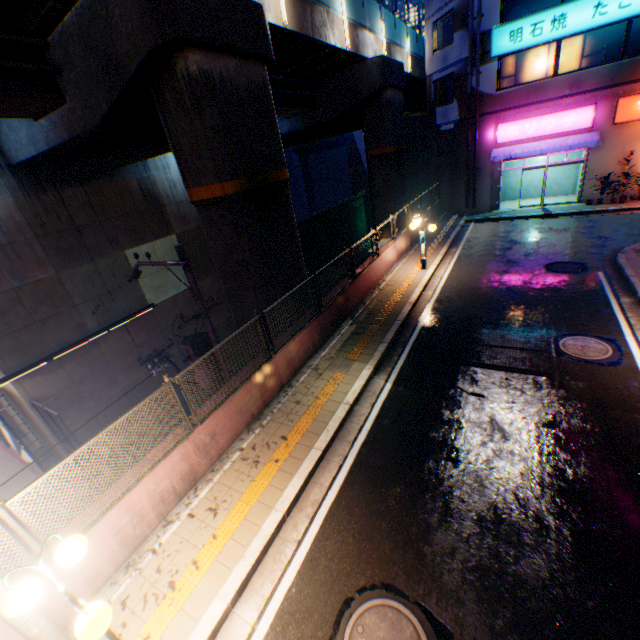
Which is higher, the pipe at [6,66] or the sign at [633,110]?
the pipe at [6,66]

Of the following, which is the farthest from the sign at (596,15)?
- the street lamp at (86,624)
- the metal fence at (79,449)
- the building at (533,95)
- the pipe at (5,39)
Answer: the street lamp at (86,624)

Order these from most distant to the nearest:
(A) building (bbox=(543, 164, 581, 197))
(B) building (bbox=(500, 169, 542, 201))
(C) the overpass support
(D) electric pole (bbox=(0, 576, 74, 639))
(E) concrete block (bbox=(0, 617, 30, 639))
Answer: (B) building (bbox=(500, 169, 542, 201))
(A) building (bbox=(543, 164, 581, 197))
(C) the overpass support
(E) concrete block (bbox=(0, 617, 30, 639))
(D) electric pole (bbox=(0, 576, 74, 639))

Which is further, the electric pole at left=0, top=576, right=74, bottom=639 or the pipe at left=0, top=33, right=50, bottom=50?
the pipe at left=0, top=33, right=50, bottom=50

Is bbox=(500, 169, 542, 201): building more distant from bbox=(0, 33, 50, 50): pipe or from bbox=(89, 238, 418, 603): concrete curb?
bbox=(0, 33, 50, 50): pipe

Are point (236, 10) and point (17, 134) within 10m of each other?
yes

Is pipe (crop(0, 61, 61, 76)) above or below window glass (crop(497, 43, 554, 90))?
above

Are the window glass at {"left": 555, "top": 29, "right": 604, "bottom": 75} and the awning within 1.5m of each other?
no
